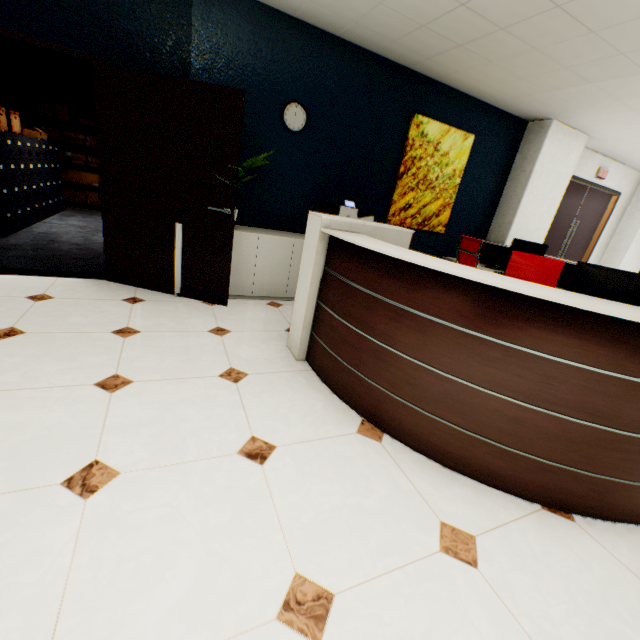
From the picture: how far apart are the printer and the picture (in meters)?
0.57

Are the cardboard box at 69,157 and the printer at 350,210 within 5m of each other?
no

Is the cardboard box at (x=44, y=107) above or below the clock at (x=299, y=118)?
below

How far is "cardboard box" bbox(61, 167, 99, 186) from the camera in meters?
7.3

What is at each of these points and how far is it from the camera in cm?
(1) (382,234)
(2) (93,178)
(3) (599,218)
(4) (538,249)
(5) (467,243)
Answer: (1) rolling cabinet, 257
(2) cardboard box, 752
(3) door, 704
(4) monitor, 451
(5) chair, 422

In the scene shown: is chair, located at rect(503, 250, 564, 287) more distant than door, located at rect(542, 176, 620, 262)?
No

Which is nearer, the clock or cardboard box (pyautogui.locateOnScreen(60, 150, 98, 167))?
the clock

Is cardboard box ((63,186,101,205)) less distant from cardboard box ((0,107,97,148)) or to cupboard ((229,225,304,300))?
cardboard box ((0,107,97,148))
